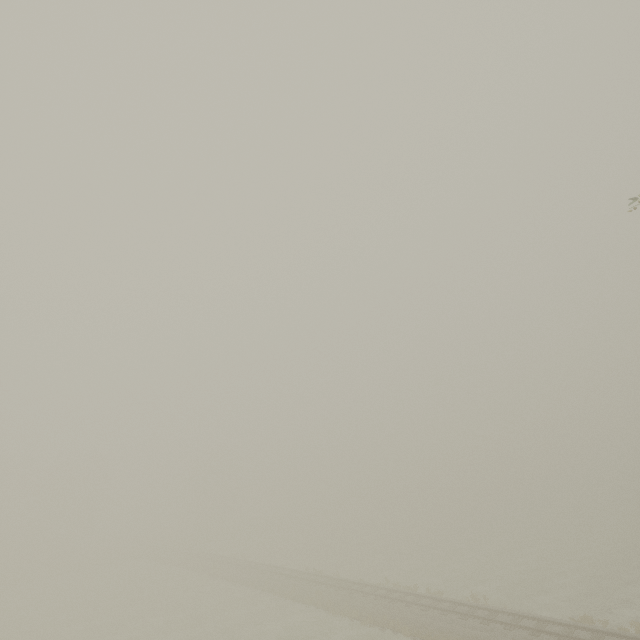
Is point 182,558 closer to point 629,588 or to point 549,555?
point 549,555
